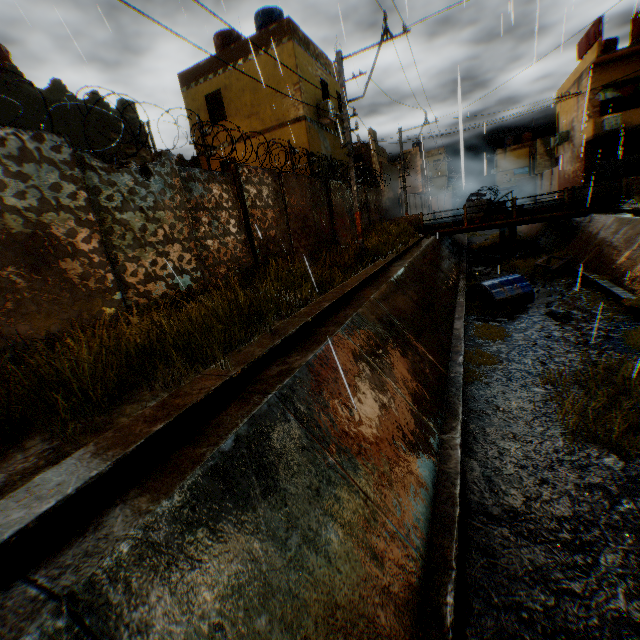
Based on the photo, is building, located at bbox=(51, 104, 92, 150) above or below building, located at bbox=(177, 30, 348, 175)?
below

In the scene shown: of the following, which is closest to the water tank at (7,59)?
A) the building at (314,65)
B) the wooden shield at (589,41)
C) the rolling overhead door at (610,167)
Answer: the building at (314,65)

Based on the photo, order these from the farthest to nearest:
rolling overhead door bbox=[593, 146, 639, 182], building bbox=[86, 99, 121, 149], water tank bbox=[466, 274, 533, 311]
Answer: rolling overhead door bbox=[593, 146, 639, 182] < water tank bbox=[466, 274, 533, 311] < building bbox=[86, 99, 121, 149]

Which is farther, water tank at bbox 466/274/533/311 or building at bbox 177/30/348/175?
building at bbox 177/30/348/175

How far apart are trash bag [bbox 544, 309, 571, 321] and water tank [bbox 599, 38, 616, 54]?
26.28m

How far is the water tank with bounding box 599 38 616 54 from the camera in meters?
23.4

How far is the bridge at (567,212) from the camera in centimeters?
1697cm

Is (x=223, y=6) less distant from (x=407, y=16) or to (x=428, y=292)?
(x=407, y=16)
